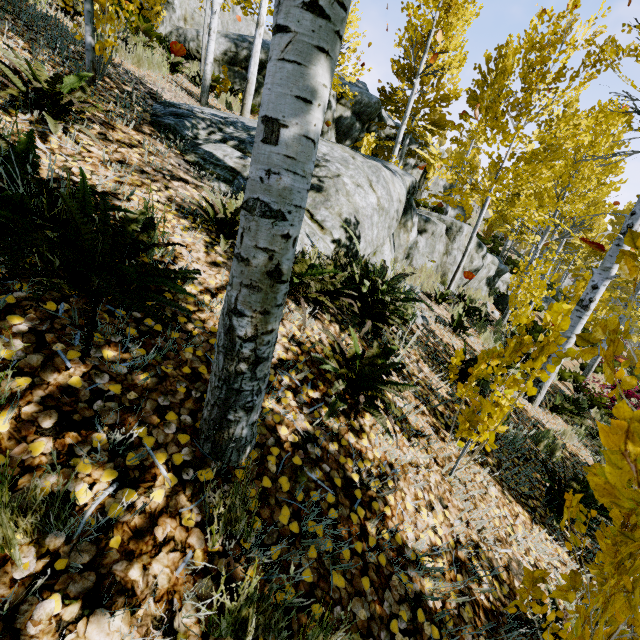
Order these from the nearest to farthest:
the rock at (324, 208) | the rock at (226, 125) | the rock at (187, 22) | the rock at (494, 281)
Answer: the rock at (226, 125)
the rock at (324, 208)
the rock at (494, 281)
the rock at (187, 22)

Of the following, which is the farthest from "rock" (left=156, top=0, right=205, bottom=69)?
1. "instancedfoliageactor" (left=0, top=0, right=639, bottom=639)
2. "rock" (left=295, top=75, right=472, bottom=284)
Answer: "rock" (left=295, top=75, right=472, bottom=284)

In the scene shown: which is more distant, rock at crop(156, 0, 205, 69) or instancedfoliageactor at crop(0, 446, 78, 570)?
rock at crop(156, 0, 205, 69)

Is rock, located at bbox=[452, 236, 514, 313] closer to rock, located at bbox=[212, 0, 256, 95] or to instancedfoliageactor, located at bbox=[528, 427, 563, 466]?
instancedfoliageactor, located at bbox=[528, 427, 563, 466]

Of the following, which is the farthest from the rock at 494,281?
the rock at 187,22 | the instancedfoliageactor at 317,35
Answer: the rock at 187,22

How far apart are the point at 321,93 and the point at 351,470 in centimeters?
190cm
